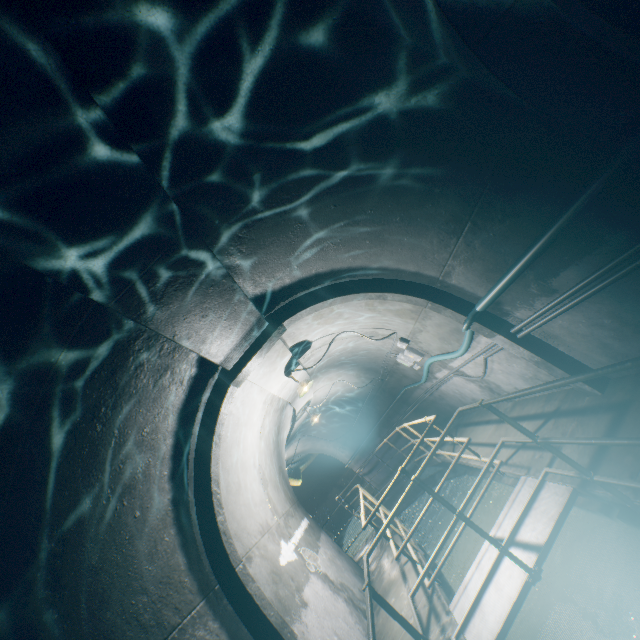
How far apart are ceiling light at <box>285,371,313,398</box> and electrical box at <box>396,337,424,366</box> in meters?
2.2

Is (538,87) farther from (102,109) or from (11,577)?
(11,577)

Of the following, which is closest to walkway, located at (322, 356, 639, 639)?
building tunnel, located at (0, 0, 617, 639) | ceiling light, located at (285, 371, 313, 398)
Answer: building tunnel, located at (0, 0, 617, 639)

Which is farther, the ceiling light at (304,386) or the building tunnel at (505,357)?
the ceiling light at (304,386)

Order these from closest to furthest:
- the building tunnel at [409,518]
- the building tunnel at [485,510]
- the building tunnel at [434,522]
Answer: the building tunnel at [485,510], the building tunnel at [434,522], the building tunnel at [409,518]

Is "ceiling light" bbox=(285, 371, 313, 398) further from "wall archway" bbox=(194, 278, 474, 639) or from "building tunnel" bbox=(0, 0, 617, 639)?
"wall archway" bbox=(194, 278, 474, 639)

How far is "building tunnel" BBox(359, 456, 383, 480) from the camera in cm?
1268

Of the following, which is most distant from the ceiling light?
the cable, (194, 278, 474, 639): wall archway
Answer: the cable
